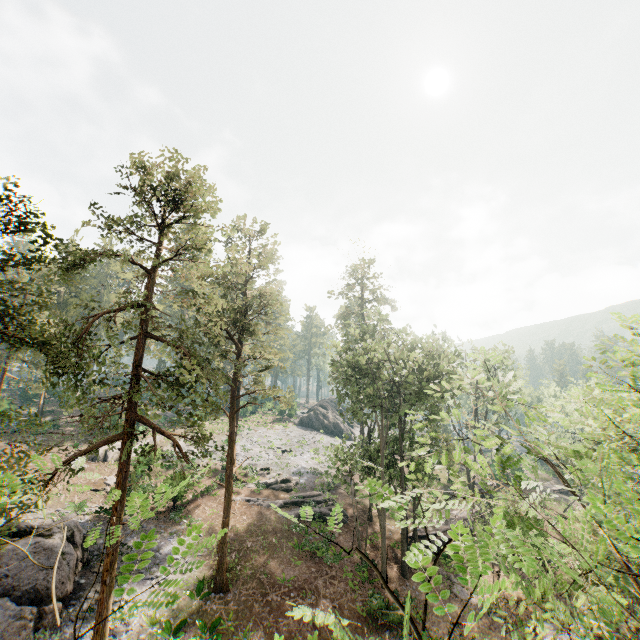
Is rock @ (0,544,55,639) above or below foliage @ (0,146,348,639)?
below

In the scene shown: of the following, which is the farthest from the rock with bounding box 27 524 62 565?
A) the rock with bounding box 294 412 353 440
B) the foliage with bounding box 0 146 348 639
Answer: the rock with bounding box 294 412 353 440

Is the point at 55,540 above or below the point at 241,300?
below

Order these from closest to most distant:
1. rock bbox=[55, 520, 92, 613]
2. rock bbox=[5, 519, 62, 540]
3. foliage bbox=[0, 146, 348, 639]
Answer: foliage bbox=[0, 146, 348, 639]
rock bbox=[55, 520, 92, 613]
rock bbox=[5, 519, 62, 540]

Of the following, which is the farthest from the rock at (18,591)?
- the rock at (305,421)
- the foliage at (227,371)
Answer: the rock at (305,421)

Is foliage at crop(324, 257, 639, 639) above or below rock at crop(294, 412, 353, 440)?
above

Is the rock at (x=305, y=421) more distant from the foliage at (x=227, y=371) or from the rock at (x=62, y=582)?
A: the rock at (x=62, y=582)
